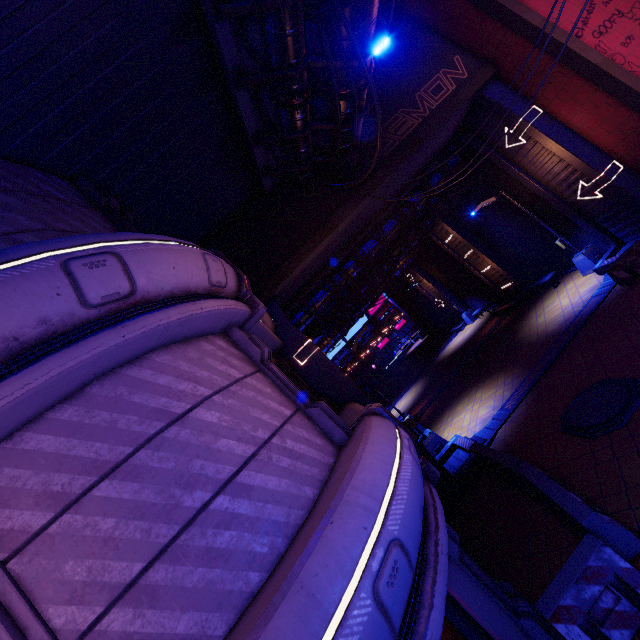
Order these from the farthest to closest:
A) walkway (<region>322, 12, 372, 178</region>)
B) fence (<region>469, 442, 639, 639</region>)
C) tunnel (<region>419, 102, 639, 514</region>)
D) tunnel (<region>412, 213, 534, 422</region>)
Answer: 1. tunnel (<region>412, 213, 534, 422</region>)
2. tunnel (<region>419, 102, 639, 514</region>)
3. walkway (<region>322, 12, 372, 178</region>)
4. fence (<region>469, 442, 639, 639</region>)

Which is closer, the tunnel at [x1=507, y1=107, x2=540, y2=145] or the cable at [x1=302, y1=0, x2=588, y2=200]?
the cable at [x1=302, y1=0, x2=588, y2=200]

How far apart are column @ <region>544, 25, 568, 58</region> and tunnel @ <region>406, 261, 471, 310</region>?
19.0m

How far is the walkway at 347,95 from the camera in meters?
7.5

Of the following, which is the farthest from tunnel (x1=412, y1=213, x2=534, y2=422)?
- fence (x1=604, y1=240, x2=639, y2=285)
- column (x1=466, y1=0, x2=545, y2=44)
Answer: column (x1=466, y1=0, x2=545, y2=44)

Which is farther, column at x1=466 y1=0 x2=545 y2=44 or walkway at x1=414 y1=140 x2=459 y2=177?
walkway at x1=414 y1=140 x2=459 y2=177

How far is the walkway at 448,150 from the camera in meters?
15.6

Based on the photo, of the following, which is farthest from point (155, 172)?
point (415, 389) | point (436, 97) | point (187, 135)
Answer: point (415, 389)
